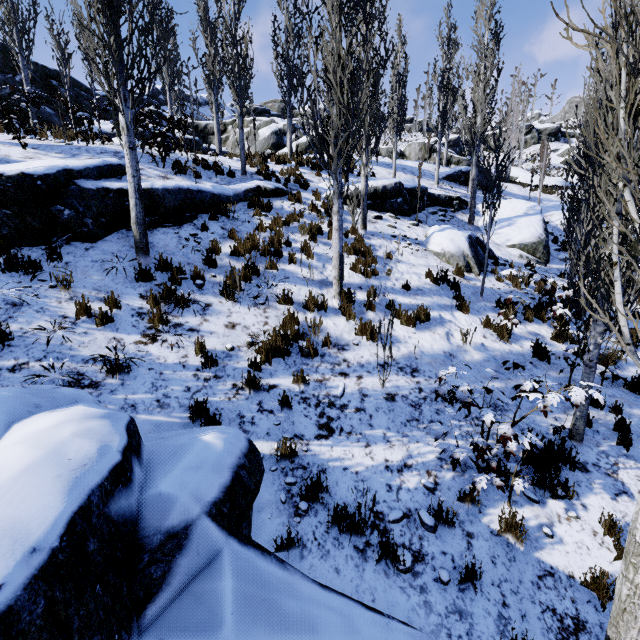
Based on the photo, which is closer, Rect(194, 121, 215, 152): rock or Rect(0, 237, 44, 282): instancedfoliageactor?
Rect(0, 237, 44, 282): instancedfoliageactor

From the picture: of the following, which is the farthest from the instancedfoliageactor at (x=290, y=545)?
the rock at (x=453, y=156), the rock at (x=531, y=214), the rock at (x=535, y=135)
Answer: the rock at (x=535, y=135)

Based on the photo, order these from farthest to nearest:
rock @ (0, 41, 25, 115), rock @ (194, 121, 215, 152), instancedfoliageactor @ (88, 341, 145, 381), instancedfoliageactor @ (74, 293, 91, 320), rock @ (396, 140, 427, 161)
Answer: rock @ (396, 140, 427, 161) < rock @ (194, 121, 215, 152) < rock @ (0, 41, 25, 115) < instancedfoliageactor @ (74, 293, 91, 320) < instancedfoliageactor @ (88, 341, 145, 381)

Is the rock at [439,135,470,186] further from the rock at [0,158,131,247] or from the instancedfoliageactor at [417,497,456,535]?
the rock at [0,158,131,247]

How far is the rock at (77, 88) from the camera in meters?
23.9

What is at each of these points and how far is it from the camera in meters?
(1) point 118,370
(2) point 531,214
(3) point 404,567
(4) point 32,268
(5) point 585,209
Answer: (1) instancedfoliageactor, 4.6
(2) rock, 15.8
(3) instancedfoliageactor, 3.5
(4) instancedfoliageactor, 5.6
(5) instancedfoliageactor, 4.7

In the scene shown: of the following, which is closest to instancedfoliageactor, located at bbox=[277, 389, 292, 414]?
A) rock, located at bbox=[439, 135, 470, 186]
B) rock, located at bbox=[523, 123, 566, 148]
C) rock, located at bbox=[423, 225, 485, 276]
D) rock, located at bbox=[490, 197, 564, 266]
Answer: rock, located at bbox=[490, 197, 564, 266]

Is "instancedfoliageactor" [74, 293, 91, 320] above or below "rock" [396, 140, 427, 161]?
below
